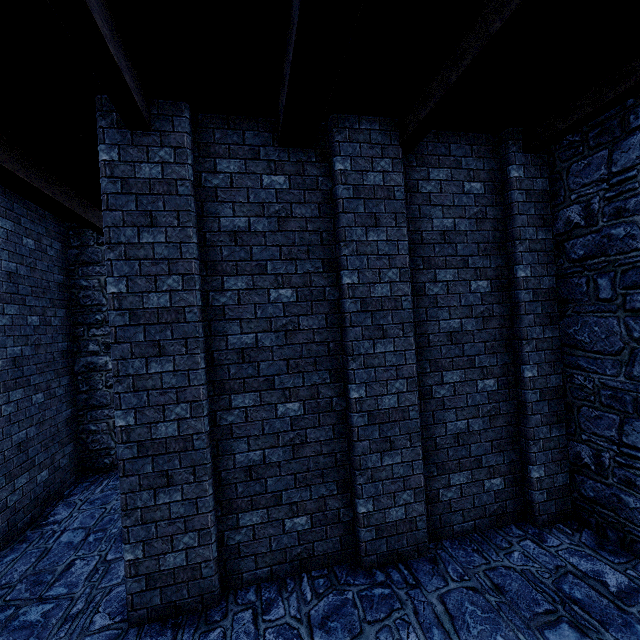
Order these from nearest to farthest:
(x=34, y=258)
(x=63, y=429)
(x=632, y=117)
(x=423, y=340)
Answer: (x=632, y=117)
(x=423, y=340)
(x=34, y=258)
(x=63, y=429)
